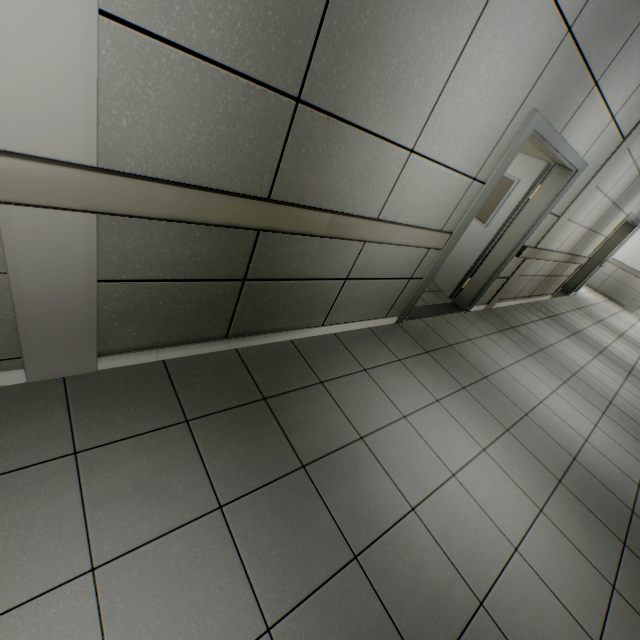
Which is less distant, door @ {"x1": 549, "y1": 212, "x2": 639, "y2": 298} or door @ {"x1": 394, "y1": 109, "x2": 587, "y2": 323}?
door @ {"x1": 394, "y1": 109, "x2": 587, "y2": 323}

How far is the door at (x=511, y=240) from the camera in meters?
2.8 m

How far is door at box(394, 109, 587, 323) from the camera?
2.82m

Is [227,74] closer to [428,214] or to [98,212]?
[98,212]

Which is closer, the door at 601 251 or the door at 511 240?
the door at 511 240
